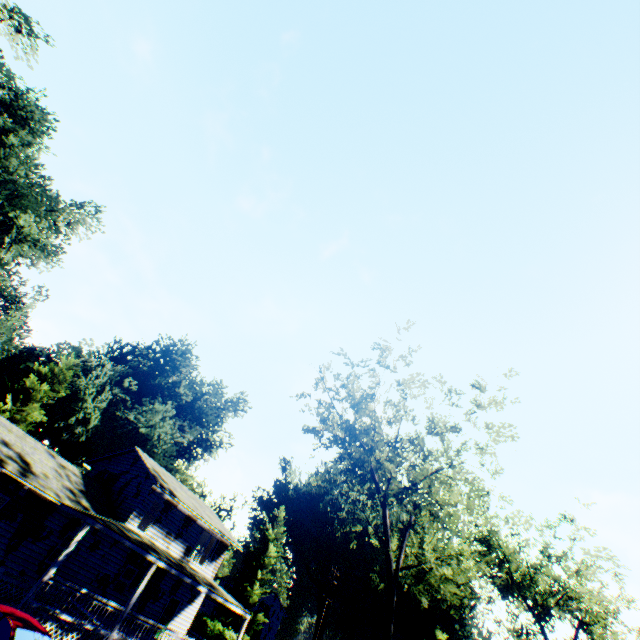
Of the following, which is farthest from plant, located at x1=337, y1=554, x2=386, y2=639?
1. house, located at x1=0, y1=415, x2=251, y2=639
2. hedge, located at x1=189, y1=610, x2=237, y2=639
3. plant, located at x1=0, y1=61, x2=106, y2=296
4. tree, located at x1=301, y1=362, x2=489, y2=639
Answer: tree, located at x1=301, y1=362, x2=489, y2=639

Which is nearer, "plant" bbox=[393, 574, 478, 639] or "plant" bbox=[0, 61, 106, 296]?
"plant" bbox=[0, 61, 106, 296]

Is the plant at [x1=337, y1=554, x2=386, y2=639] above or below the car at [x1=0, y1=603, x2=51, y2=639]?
above

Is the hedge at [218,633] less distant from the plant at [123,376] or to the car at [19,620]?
the plant at [123,376]

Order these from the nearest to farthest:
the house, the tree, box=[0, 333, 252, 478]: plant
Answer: the house, the tree, box=[0, 333, 252, 478]: plant

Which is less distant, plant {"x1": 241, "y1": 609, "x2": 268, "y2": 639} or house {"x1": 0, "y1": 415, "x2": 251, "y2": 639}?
house {"x1": 0, "y1": 415, "x2": 251, "y2": 639}

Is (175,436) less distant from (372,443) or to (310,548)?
(372,443)

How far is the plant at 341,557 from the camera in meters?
56.7
